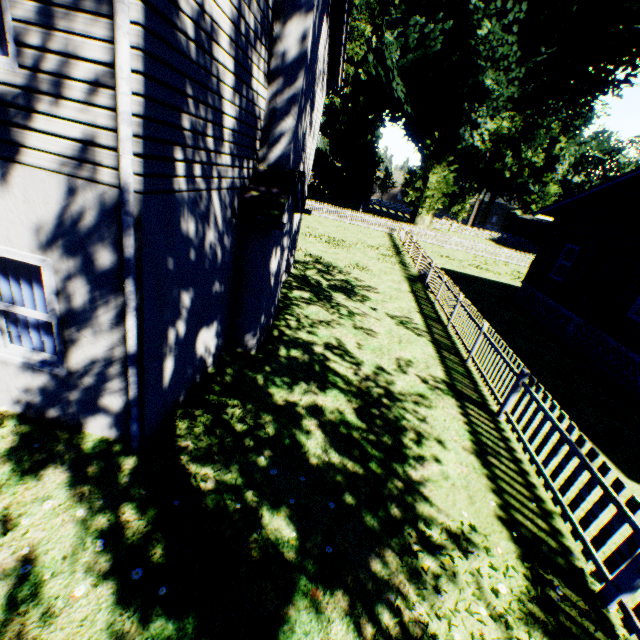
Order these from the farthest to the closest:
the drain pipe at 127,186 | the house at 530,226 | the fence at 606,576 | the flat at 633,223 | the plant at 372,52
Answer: the house at 530,226 < the plant at 372,52 < the flat at 633,223 < the fence at 606,576 < the drain pipe at 127,186

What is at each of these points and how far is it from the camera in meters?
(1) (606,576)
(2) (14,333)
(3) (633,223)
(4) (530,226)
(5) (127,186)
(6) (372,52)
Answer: (1) fence, 4.1 m
(2) curtain, 4.5 m
(3) flat, 11.5 m
(4) house, 56.8 m
(5) drain pipe, 3.1 m
(6) plant, 22.2 m

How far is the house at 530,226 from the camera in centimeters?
4534cm

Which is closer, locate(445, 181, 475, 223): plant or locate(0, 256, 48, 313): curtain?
locate(0, 256, 48, 313): curtain

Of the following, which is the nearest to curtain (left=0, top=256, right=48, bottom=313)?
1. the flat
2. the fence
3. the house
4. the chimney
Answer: the chimney

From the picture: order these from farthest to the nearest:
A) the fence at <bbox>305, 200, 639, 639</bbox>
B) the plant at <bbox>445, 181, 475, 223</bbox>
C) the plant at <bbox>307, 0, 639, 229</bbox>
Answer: the plant at <bbox>445, 181, 475, 223</bbox> < the plant at <bbox>307, 0, 639, 229</bbox> < the fence at <bbox>305, 200, 639, 639</bbox>

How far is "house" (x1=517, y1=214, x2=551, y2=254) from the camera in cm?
4534

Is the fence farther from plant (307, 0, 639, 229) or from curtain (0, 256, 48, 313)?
curtain (0, 256, 48, 313)
